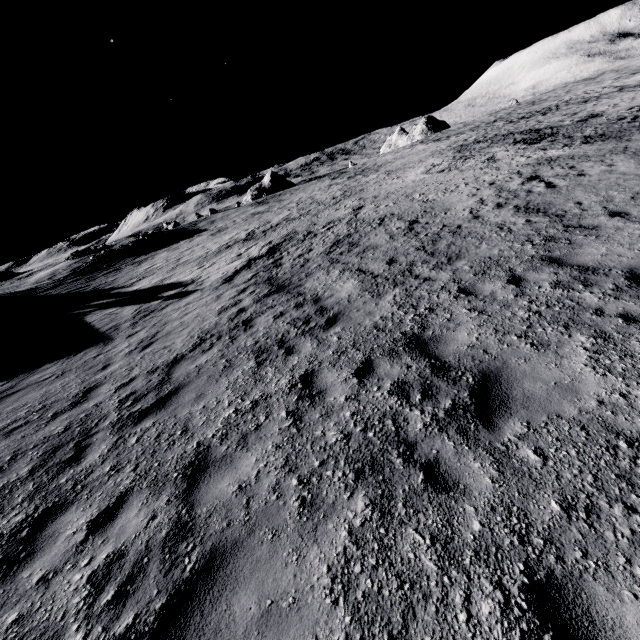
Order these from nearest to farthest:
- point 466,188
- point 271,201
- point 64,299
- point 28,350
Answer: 1. point 28,350
2. point 466,188
3. point 64,299
4. point 271,201
